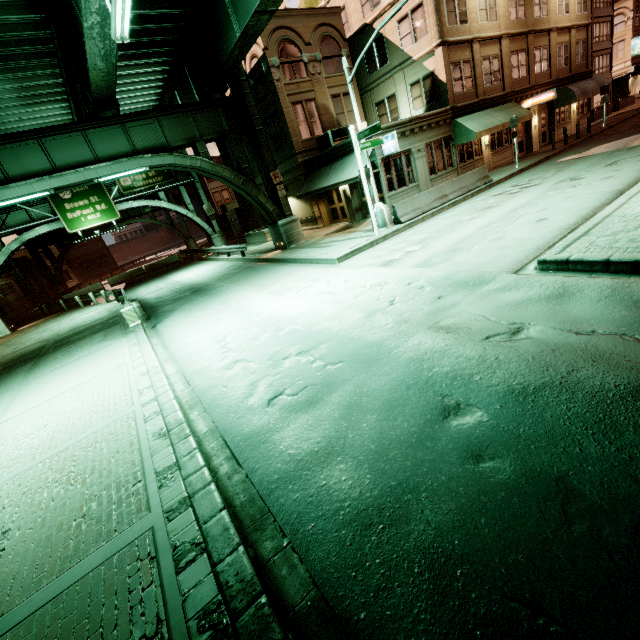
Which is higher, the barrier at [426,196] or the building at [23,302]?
the building at [23,302]

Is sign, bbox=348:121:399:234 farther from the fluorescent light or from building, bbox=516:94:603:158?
the fluorescent light

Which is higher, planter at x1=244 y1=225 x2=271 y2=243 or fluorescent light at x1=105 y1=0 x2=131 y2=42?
fluorescent light at x1=105 y1=0 x2=131 y2=42

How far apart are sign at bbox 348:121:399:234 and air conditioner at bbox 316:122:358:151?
7.4m

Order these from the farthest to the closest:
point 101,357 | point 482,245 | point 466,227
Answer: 1. point 466,227
2. point 101,357
3. point 482,245

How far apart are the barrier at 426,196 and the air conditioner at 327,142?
7.8m

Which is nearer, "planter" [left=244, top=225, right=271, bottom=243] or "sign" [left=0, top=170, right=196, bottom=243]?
"sign" [left=0, top=170, right=196, bottom=243]

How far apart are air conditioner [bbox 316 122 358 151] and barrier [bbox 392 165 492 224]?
7.82m
